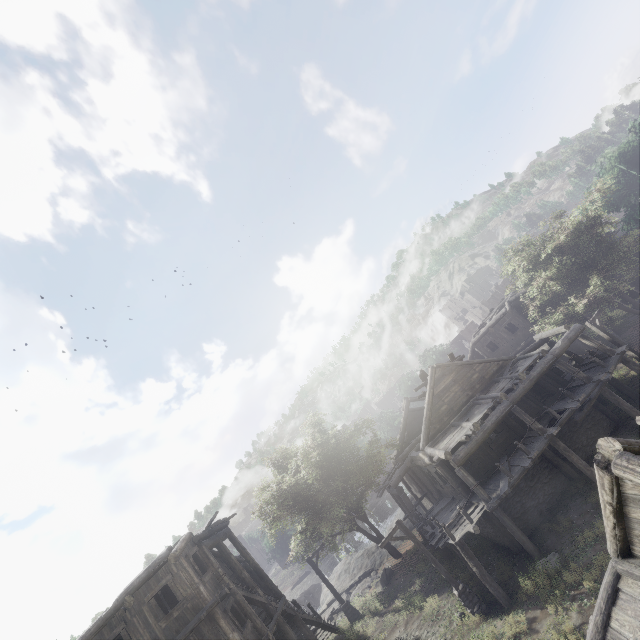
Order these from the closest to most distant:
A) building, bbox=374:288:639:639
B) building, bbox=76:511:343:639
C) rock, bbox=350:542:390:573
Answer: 1. building, bbox=374:288:639:639
2. building, bbox=76:511:343:639
3. rock, bbox=350:542:390:573

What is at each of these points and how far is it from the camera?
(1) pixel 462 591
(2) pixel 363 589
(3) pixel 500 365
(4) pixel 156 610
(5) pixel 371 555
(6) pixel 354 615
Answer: (1) wooden lamp post, 14.2 meters
(2) rubble, 25.9 meters
(3) building, 20.5 meters
(4) building, 13.6 meters
(5) rock, 30.8 meters
(6) wooden lamp post, 21.5 meters

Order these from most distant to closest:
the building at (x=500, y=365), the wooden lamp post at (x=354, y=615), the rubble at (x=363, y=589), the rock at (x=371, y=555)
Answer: the rock at (x=371, y=555) → the rubble at (x=363, y=589) → the wooden lamp post at (x=354, y=615) → the building at (x=500, y=365)

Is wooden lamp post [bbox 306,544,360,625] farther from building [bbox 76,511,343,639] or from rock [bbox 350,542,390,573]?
rock [bbox 350,542,390,573]

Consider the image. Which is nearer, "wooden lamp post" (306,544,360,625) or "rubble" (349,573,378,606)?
"wooden lamp post" (306,544,360,625)

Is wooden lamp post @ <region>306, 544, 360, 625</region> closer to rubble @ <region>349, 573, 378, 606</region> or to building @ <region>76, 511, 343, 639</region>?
building @ <region>76, 511, 343, 639</region>

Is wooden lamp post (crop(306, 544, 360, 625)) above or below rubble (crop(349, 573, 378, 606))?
above

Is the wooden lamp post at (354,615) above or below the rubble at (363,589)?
above
